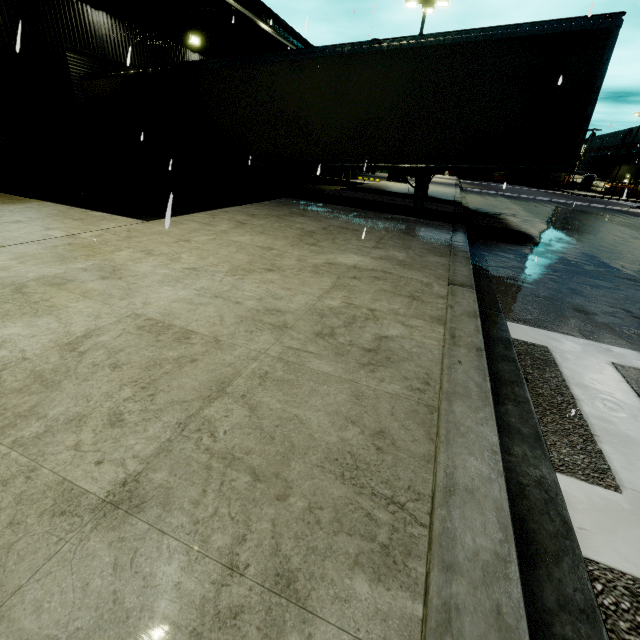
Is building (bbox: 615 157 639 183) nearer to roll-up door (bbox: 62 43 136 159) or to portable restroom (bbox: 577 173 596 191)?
roll-up door (bbox: 62 43 136 159)

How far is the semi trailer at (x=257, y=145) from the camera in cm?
697

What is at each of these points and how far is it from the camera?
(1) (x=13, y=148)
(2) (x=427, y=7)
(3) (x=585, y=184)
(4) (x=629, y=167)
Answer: (1) roll-up door, 10.4 meters
(2) light, 18.8 meters
(3) portable restroom, 56.2 meters
(4) building, 54.9 meters

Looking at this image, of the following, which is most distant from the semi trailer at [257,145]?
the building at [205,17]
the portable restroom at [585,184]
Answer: the portable restroom at [585,184]

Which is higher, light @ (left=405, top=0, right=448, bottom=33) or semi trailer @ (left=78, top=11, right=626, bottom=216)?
light @ (left=405, top=0, right=448, bottom=33)

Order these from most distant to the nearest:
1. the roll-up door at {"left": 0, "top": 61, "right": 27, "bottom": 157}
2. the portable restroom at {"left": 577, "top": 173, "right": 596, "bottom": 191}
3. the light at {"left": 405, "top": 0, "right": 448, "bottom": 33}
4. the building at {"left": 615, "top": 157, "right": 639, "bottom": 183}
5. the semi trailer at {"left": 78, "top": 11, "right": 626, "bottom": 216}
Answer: the portable restroom at {"left": 577, "top": 173, "right": 596, "bottom": 191} → the building at {"left": 615, "top": 157, "right": 639, "bottom": 183} → the light at {"left": 405, "top": 0, "right": 448, "bottom": 33} → the roll-up door at {"left": 0, "top": 61, "right": 27, "bottom": 157} → the semi trailer at {"left": 78, "top": 11, "right": 626, "bottom": 216}

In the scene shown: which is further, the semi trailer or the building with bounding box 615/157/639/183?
the building with bounding box 615/157/639/183

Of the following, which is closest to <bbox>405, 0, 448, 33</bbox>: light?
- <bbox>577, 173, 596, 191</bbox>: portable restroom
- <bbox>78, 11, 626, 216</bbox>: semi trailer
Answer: <bbox>78, 11, 626, 216</bbox>: semi trailer
